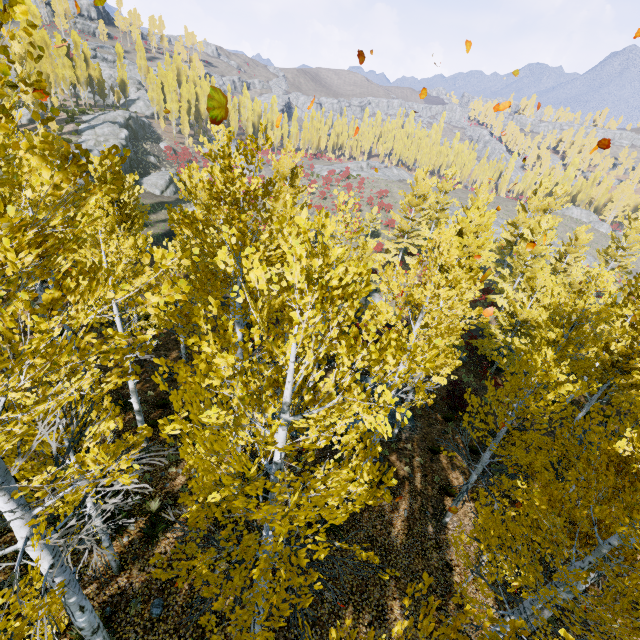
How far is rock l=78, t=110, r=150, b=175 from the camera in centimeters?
4056cm

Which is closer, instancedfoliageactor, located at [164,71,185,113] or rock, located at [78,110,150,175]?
rock, located at [78,110,150,175]

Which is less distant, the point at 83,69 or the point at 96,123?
the point at 96,123

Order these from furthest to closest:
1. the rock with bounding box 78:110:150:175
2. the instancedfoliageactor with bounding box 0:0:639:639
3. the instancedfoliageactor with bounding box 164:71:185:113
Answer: the instancedfoliageactor with bounding box 164:71:185:113 → the rock with bounding box 78:110:150:175 → the instancedfoliageactor with bounding box 0:0:639:639

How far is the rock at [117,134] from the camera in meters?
40.6 m

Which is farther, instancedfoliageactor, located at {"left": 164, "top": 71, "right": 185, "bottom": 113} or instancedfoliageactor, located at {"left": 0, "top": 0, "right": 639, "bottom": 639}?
instancedfoliageactor, located at {"left": 164, "top": 71, "right": 185, "bottom": 113}

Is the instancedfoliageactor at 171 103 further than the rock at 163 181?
Yes
